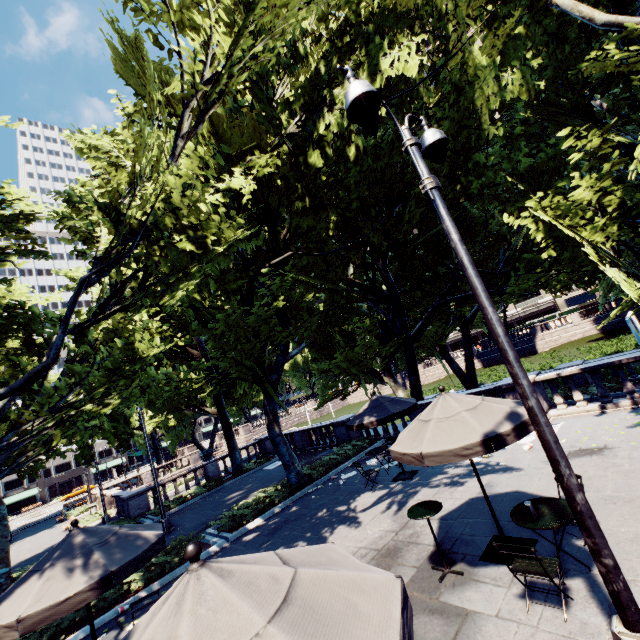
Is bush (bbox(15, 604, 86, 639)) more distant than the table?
Yes

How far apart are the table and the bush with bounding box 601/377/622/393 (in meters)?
16.03

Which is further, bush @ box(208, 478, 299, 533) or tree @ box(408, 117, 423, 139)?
bush @ box(208, 478, 299, 533)

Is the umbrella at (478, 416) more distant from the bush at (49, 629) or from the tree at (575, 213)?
the bush at (49, 629)

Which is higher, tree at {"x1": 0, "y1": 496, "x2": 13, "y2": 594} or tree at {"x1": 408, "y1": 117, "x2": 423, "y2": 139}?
tree at {"x1": 408, "y1": 117, "x2": 423, "y2": 139}

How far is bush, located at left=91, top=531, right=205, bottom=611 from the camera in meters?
9.4 m

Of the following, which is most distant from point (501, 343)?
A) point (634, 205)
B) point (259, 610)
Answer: point (634, 205)

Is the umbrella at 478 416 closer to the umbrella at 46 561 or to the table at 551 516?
the table at 551 516
